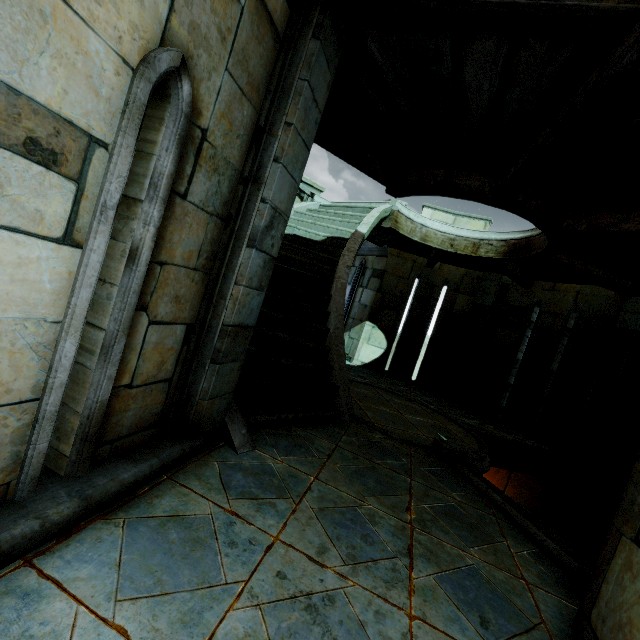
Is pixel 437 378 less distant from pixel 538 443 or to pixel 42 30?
pixel 538 443

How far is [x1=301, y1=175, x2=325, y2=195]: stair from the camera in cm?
885

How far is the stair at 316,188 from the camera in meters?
8.9 m
